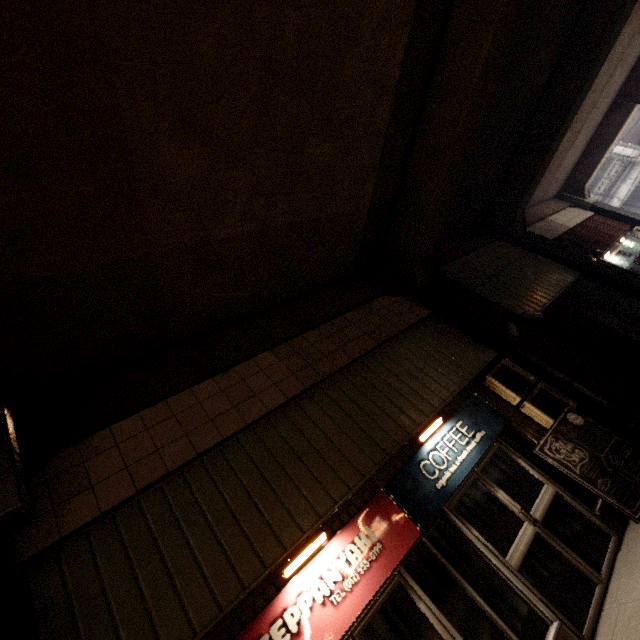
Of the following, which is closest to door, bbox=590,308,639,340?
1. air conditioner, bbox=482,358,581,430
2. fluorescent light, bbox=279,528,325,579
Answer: air conditioner, bbox=482,358,581,430

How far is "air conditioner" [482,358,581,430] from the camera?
6.14m

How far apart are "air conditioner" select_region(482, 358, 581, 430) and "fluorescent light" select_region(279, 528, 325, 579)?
4.5 meters

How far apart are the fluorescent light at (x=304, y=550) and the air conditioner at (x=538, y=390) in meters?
4.5 m

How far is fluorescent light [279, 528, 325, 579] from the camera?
3.89m

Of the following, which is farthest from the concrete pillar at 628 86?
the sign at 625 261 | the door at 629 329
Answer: the door at 629 329

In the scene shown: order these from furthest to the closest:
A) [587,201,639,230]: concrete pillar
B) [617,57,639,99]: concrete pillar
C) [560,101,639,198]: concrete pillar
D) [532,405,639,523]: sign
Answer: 1. [587,201,639,230]: concrete pillar
2. [560,101,639,198]: concrete pillar
3. [617,57,639,99]: concrete pillar
4. [532,405,639,523]: sign

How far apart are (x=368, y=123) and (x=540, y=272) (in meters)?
8.39
